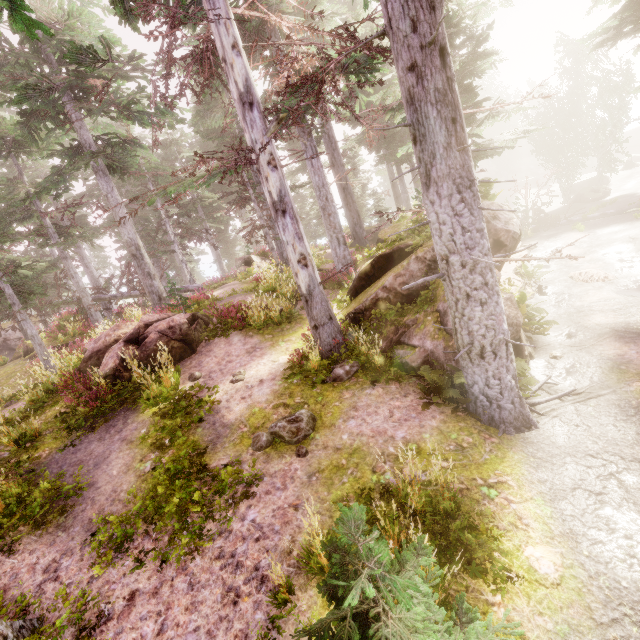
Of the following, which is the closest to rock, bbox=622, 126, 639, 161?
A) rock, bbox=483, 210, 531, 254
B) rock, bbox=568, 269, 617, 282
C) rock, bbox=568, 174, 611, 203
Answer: rock, bbox=568, 174, 611, 203

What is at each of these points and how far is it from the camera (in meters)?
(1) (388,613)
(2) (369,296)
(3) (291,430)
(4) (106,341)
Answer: (1) instancedfoliageactor, 2.17
(2) rock, 9.88
(3) instancedfoliageactor, 6.62
(4) rock, 11.13

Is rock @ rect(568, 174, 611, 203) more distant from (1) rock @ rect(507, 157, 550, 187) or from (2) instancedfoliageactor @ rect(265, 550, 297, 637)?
(1) rock @ rect(507, 157, 550, 187)

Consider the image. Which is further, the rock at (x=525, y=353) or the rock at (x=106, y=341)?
the rock at (x=106, y=341)

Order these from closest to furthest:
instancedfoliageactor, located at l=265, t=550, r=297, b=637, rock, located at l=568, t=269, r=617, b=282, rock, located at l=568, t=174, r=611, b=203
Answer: instancedfoliageactor, located at l=265, t=550, r=297, b=637 → rock, located at l=568, t=269, r=617, b=282 → rock, located at l=568, t=174, r=611, b=203

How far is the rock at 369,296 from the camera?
7.7 meters

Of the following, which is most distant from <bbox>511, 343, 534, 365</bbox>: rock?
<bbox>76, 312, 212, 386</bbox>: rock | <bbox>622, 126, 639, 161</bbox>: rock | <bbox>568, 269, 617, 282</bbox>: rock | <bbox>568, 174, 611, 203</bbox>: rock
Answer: <bbox>622, 126, 639, 161</bbox>: rock

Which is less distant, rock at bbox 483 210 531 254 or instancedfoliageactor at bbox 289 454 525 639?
instancedfoliageactor at bbox 289 454 525 639
